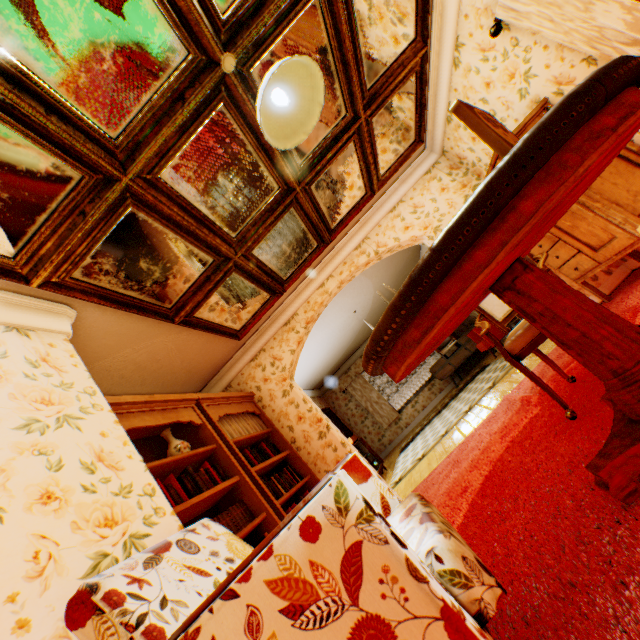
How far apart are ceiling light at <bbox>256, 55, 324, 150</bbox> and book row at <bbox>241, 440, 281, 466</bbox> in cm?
325

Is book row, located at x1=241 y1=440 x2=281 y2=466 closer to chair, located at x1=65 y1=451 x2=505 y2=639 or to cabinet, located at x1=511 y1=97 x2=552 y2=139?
chair, located at x1=65 y1=451 x2=505 y2=639

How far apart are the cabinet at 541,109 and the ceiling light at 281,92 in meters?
2.1 m

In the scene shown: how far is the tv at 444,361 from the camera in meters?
9.4 m

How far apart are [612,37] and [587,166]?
2.52m

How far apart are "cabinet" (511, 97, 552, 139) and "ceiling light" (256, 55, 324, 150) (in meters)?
2.11

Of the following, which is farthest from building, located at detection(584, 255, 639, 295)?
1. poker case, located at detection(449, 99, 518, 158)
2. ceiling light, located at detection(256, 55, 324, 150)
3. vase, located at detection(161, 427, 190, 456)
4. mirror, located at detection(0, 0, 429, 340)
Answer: ceiling light, located at detection(256, 55, 324, 150)

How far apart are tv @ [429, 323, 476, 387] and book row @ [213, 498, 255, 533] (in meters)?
8.11
